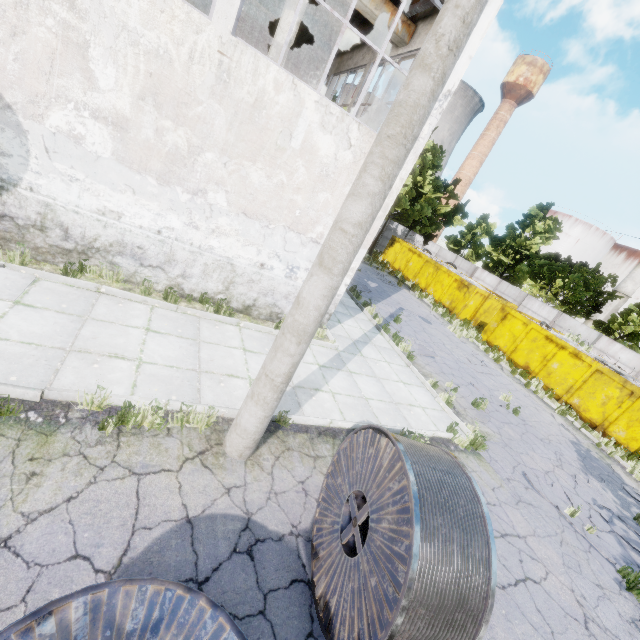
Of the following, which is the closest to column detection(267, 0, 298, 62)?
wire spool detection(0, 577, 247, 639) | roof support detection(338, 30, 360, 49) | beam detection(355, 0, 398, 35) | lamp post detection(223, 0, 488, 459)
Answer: beam detection(355, 0, 398, 35)

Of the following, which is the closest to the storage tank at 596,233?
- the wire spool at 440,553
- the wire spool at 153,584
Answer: the wire spool at 440,553

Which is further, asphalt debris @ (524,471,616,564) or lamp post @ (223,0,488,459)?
asphalt debris @ (524,471,616,564)

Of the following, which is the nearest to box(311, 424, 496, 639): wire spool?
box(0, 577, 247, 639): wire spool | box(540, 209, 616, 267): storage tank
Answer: box(0, 577, 247, 639): wire spool

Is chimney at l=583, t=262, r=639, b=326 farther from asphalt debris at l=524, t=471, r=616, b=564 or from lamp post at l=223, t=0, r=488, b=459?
lamp post at l=223, t=0, r=488, b=459

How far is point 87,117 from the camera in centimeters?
572cm

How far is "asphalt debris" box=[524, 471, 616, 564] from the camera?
6.94m

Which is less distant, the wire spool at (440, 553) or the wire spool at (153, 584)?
the wire spool at (153, 584)
